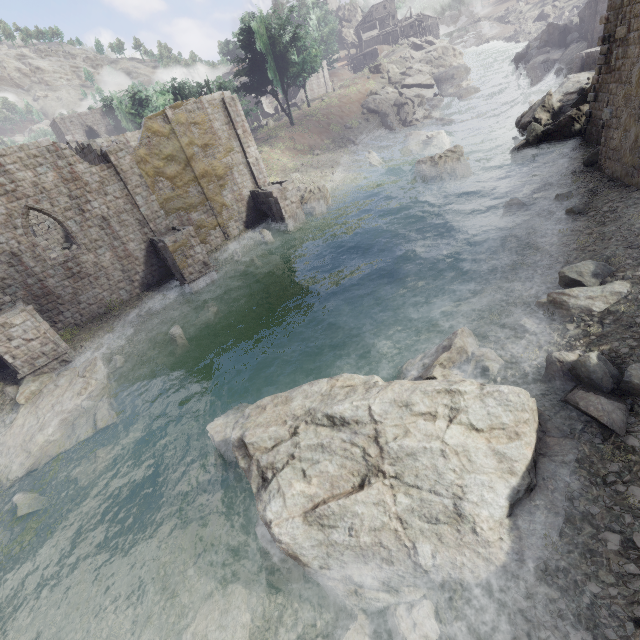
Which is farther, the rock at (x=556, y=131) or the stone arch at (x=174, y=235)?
the stone arch at (x=174, y=235)

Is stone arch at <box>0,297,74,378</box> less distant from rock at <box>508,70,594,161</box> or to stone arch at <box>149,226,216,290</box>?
stone arch at <box>149,226,216,290</box>

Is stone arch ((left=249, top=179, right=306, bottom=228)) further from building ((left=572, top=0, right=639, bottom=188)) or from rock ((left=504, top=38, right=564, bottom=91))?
rock ((left=504, top=38, right=564, bottom=91))

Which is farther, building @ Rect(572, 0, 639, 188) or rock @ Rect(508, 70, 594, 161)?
rock @ Rect(508, 70, 594, 161)

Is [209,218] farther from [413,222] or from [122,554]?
[122,554]

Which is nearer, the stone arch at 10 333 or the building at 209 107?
the stone arch at 10 333

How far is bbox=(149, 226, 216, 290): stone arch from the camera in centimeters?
2055cm
